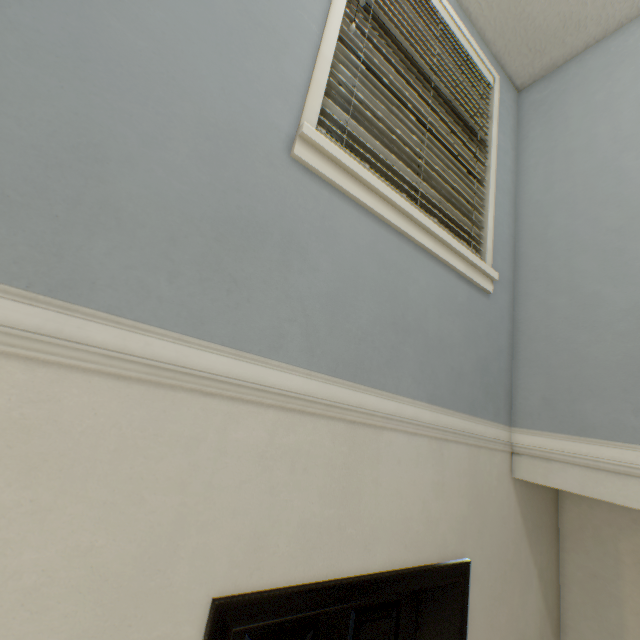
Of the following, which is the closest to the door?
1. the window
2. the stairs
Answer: the stairs

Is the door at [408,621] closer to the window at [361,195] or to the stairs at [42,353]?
the stairs at [42,353]

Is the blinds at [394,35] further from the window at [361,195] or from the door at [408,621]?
the door at [408,621]

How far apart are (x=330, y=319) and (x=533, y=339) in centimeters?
135cm

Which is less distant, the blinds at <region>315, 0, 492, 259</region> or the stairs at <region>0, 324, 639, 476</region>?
the stairs at <region>0, 324, 639, 476</region>

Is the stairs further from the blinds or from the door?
the blinds
